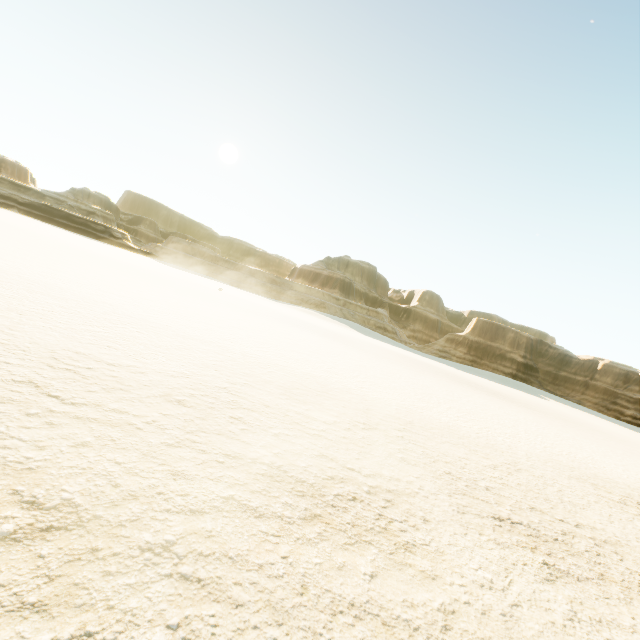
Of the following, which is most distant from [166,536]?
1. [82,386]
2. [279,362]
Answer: [279,362]
